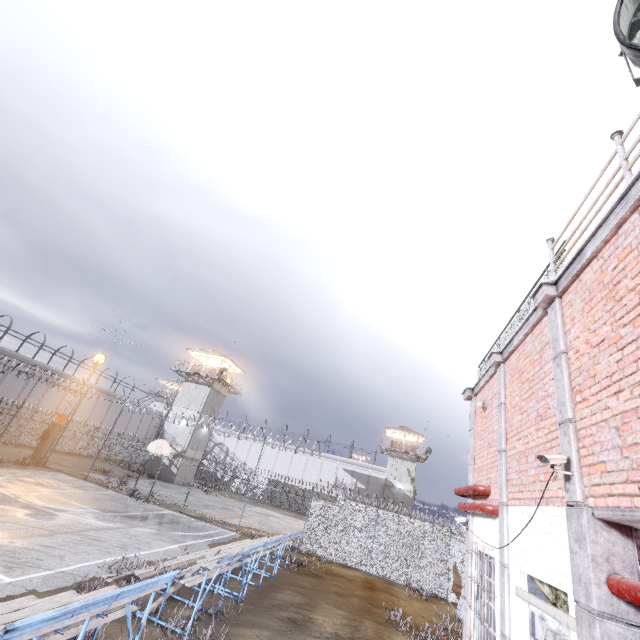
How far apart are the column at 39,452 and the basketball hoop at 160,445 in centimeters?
1112cm

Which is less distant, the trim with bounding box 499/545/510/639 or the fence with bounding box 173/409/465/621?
the trim with bounding box 499/545/510/639

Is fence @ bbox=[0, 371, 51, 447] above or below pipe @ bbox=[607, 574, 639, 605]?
below

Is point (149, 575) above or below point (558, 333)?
below

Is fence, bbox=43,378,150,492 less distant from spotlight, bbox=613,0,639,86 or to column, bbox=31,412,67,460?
column, bbox=31,412,67,460

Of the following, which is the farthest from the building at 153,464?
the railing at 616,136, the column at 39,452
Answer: the railing at 616,136

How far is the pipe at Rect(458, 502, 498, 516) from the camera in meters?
6.6
